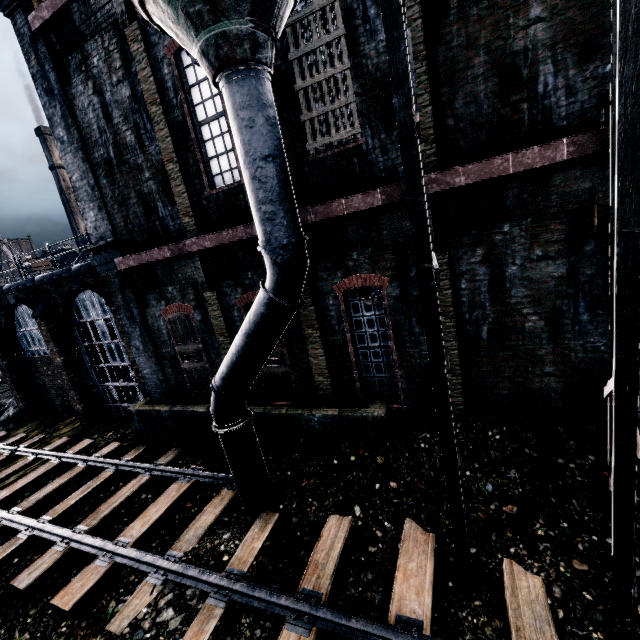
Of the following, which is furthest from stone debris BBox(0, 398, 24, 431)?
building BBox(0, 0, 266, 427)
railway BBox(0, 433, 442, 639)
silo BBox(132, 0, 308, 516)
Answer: silo BBox(132, 0, 308, 516)

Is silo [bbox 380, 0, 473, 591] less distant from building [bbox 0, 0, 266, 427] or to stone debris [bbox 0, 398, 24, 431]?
building [bbox 0, 0, 266, 427]

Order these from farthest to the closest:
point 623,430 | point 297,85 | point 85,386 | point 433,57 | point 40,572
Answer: point 85,386 < point 40,572 < point 297,85 < point 433,57 < point 623,430

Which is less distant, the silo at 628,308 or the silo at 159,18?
the silo at 628,308

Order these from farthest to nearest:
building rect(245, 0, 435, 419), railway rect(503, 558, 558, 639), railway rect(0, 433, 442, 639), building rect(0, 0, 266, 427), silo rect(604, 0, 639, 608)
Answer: building rect(0, 0, 266, 427)
building rect(245, 0, 435, 419)
railway rect(0, 433, 442, 639)
railway rect(503, 558, 558, 639)
silo rect(604, 0, 639, 608)

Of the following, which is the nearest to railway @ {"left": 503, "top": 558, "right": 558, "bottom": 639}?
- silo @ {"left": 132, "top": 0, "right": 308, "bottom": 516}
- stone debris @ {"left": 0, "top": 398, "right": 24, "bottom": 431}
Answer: silo @ {"left": 132, "top": 0, "right": 308, "bottom": 516}

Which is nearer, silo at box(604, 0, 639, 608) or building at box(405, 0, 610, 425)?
silo at box(604, 0, 639, 608)

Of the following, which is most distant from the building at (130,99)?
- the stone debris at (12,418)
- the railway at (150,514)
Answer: the railway at (150,514)
